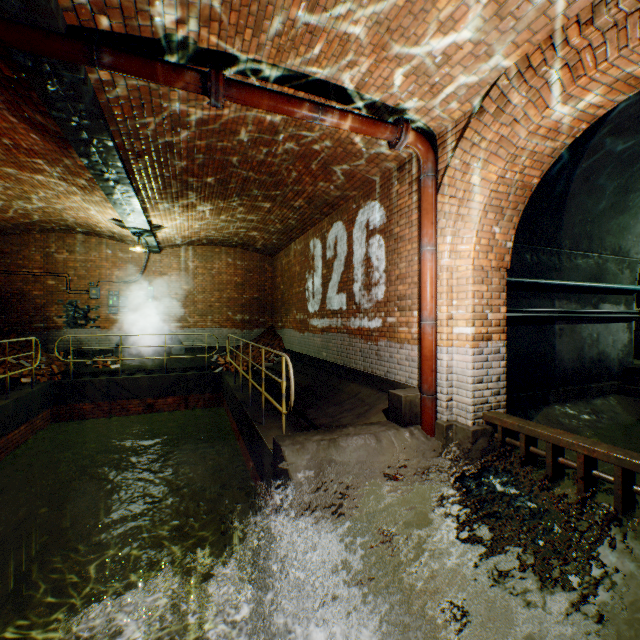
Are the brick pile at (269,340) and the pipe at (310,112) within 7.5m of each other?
no

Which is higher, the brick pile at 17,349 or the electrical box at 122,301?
the electrical box at 122,301

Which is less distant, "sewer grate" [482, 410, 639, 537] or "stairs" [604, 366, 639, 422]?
"sewer grate" [482, 410, 639, 537]

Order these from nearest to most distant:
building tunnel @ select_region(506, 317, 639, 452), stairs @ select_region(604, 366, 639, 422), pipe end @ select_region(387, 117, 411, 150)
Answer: pipe end @ select_region(387, 117, 411, 150), building tunnel @ select_region(506, 317, 639, 452), stairs @ select_region(604, 366, 639, 422)

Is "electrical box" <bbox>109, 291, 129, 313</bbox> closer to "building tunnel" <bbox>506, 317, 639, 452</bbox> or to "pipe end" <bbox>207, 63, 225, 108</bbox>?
"pipe end" <bbox>207, 63, 225, 108</bbox>

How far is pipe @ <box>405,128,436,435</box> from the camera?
4.4 meters

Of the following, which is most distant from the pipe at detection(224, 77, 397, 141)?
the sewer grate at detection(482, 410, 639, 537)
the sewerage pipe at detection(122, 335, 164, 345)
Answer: the sewerage pipe at detection(122, 335, 164, 345)

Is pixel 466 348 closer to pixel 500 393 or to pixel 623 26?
pixel 500 393
